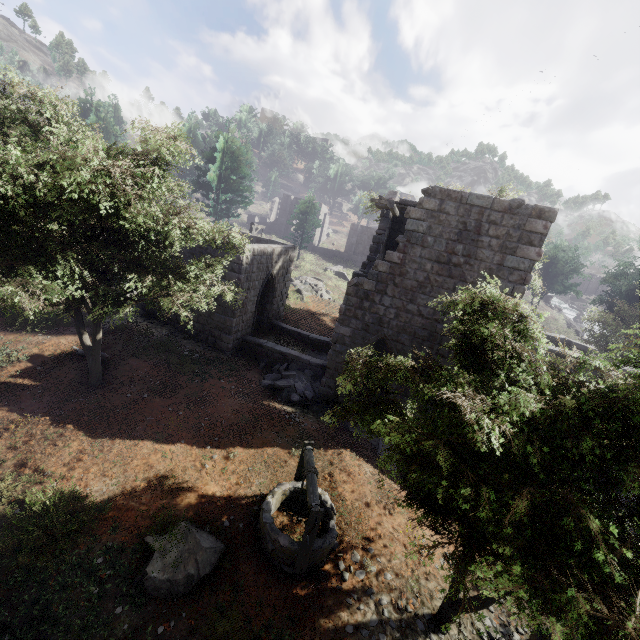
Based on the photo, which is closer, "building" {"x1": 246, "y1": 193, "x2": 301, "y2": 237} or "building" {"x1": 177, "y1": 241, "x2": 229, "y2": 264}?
"building" {"x1": 177, "y1": 241, "x2": 229, "y2": 264}

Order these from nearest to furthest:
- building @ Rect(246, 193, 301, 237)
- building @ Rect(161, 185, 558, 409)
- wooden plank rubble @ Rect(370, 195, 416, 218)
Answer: building @ Rect(161, 185, 558, 409), wooden plank rubble @ Rect(370, 195, 416, 218), building @ Rect(246, 193, 301, 237)

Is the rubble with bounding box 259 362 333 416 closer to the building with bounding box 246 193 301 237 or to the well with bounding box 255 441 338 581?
the well with bounding box 255 441 338 581

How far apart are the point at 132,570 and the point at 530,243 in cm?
1384

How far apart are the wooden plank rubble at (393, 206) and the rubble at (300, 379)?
7.5 meters

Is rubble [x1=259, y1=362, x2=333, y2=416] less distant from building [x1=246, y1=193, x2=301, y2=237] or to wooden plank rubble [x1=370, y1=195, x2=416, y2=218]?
wooden plank rubble [x1=370, y1=195, x2=416, y2=218]

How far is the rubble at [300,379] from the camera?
13.71m

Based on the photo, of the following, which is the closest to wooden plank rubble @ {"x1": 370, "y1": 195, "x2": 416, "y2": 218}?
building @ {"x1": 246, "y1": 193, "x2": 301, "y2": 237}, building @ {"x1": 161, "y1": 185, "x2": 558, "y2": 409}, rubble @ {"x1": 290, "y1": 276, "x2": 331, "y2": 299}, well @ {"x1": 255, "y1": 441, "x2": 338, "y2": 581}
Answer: building @ {"x1": 161, "y1": 185, "x2": 558, "y2": 409}
